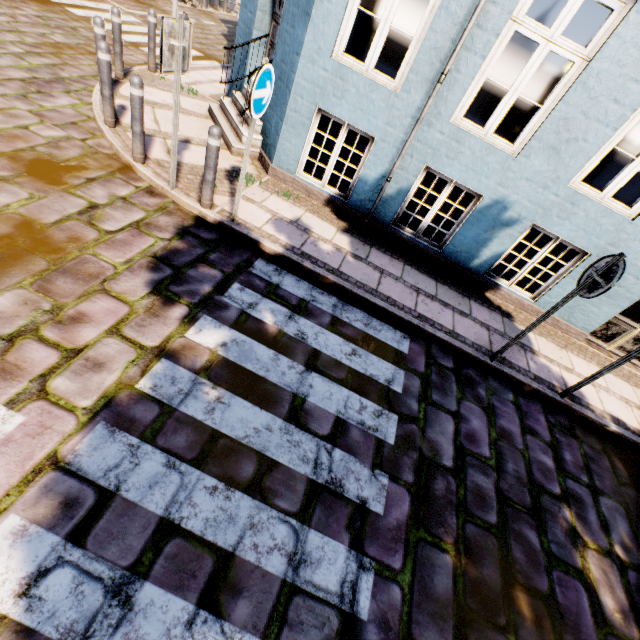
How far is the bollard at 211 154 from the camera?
4.0 meters

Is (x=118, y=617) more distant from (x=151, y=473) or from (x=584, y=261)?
(x=584, y=261)

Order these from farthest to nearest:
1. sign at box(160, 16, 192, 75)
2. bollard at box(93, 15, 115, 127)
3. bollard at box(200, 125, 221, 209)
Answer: bollard at box(93, 15, 115, 127) < bollard at box(200, 125, 221, 209) < sign at box(160, 16, 192, 75)

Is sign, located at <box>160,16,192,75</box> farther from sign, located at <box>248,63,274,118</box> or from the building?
the building

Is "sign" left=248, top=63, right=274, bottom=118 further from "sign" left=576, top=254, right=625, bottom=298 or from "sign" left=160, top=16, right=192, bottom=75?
"sign" left=576, top=254, right=625, bottom=298

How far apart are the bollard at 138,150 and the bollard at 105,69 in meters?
0.9

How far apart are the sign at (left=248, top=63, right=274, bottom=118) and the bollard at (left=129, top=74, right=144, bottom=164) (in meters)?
1.73

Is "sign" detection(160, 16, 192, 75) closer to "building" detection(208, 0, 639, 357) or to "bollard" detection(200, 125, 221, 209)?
"bollard" detection(200, 125, 221, 209)
